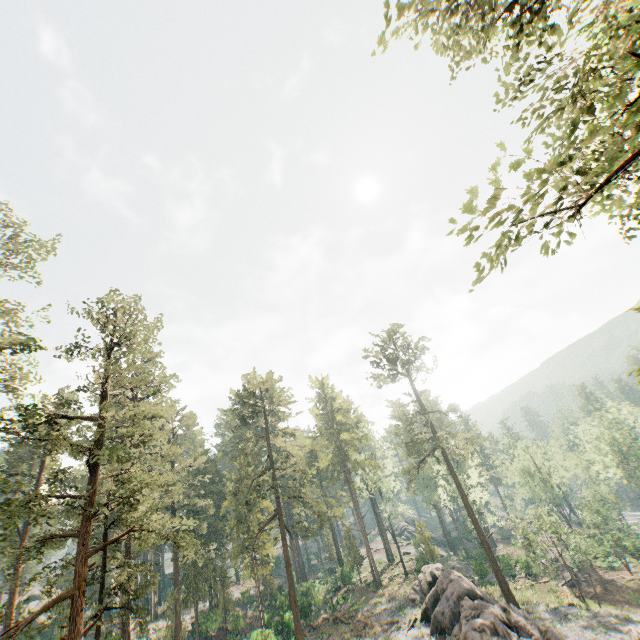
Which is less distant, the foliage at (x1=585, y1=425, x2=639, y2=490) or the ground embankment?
the ground embankment

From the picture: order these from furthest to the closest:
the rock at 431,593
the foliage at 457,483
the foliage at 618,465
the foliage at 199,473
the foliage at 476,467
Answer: the foliage at 618,465, the foliage at 476,467, the foliage at 457,483, the rock at 431,593, the foliage at 199,473

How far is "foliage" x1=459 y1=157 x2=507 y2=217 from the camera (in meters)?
5.02

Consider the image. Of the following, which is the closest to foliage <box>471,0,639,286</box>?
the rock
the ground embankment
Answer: the rock

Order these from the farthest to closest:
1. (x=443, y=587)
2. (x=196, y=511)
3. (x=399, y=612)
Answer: (x=196, y=511) → (x=399, y=612) → (x=443, y=587)

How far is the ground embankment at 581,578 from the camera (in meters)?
43.20
